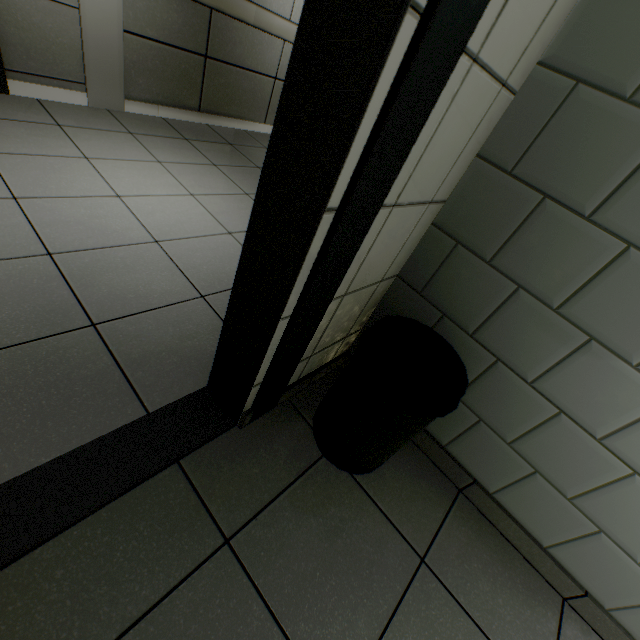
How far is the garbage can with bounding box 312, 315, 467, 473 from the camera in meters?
1.0 m

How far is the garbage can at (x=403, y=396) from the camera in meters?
1.0

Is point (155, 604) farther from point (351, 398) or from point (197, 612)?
point (351, 398)
